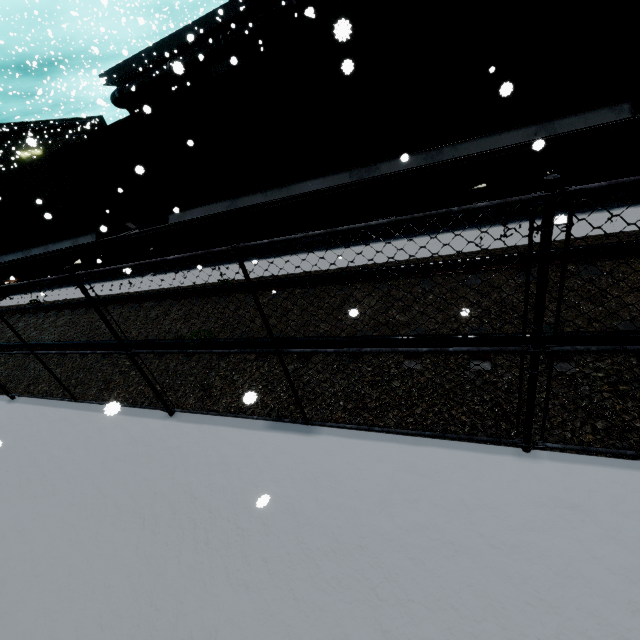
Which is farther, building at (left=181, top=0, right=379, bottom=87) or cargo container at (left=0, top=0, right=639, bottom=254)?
building at (left=181, top=0, right=379, bottom=87)

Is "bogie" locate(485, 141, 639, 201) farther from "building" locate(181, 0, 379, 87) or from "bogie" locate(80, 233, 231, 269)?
"bogie" locate(80, 233, 231, 269)

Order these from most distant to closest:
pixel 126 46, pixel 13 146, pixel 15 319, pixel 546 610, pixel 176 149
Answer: pixel 13 146
pixel 126 46
pixel 15 319
pixel 176 149
pixel 546 610

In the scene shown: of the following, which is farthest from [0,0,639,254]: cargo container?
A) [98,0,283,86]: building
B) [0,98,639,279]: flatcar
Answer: [98,0,283,86]: building

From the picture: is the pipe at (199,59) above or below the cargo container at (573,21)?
above

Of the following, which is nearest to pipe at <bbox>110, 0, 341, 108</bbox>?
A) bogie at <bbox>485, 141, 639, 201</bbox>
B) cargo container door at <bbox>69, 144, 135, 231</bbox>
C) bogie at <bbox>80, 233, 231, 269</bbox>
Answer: bogie at <bbox>80, 233, 231, 269</bbox>

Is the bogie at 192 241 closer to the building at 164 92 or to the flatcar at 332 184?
the flatcar at 332 184

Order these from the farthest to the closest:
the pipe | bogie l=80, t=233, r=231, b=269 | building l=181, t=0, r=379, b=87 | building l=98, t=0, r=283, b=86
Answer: building l=98, t=0, r=283, b=86 → the pipe → building l=181, t=0, r=379, b=87 → bogie l=80, t=233, r=231, b=269
